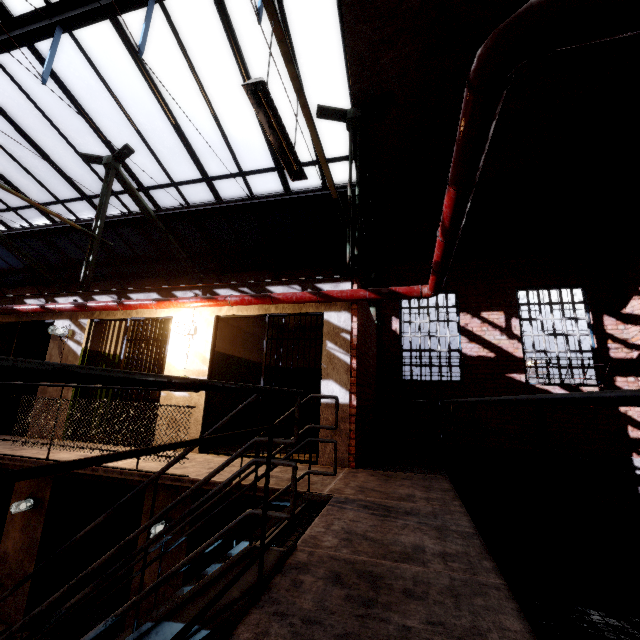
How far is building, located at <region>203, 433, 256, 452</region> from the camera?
5.8m

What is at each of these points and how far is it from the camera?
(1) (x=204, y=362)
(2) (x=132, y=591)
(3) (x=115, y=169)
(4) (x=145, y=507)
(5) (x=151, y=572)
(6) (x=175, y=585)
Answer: (1) building, 5.8 meters
(2) building, 5.1 meters
(3) support beam, 7.8 meters
(4) building, 5.4 meters
(5) building, 5.1 meters
(6) building, 4.9 meters

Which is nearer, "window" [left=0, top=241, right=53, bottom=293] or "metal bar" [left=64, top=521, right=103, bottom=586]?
"metal bar" [left=64, top=521, right=103, bottom=586]

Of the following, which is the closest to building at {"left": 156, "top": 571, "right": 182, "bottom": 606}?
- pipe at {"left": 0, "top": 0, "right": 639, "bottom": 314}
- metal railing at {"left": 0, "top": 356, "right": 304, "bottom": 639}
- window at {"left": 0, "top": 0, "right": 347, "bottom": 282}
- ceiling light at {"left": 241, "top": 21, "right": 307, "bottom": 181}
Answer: metal railing at {"left": 0, "top": 356, "right": 304, "bottom": 639}

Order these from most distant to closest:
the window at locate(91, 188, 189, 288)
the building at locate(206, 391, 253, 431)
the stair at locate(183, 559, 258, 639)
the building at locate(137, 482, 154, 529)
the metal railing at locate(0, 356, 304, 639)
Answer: the window at locate(91, 188, 189, 288) → the building at locate(206, 391, 253, 431) → the building at locate(137, 482, 154, 529) → the stair at locate(183, 559, 258, 639) → the metal railing at locate(0, 356, 304, 639)

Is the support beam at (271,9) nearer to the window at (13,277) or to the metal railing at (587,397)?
the window at (13,277)

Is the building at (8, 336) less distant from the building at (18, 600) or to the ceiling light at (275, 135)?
the building at (18, 600)

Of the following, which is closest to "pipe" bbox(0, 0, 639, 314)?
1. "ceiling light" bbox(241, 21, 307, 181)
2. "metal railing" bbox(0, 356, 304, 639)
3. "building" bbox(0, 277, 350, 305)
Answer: "building" bbox(0, 277, 350, 305)
